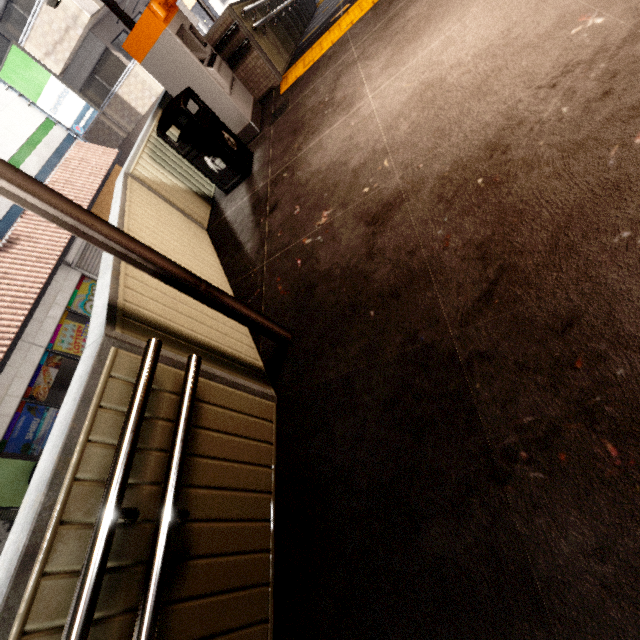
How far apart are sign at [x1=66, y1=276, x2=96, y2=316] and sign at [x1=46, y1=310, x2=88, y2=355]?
0.04m

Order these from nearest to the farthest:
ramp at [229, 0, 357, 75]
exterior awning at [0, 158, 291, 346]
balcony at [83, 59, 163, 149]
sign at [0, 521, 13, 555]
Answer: exterior awning at [0, 158, 291, 346] < ramp at [229, 0, 357, 75] < sign at [0, 521, 13, 555] < balcony at [83, 59, 163, 149]

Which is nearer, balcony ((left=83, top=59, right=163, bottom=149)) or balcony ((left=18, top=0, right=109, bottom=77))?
balcony ((left=18, top=0, right=109, bottom=77))

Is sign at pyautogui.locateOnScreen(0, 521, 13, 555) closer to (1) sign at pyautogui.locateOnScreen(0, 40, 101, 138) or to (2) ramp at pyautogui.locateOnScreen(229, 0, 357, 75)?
(2) ramp at pyautogui.locateOnScreen(229, 0, 357, 75)

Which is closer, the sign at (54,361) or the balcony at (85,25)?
the sign at (54,361)

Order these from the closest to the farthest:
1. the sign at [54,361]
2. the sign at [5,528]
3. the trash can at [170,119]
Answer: the trash can at [170,119]
the sign at [5,528]
the sign at [54,361]

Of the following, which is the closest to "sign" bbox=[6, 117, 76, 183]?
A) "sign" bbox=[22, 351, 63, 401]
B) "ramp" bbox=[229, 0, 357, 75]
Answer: "sign" bbox=[22, 351, 63, 401]

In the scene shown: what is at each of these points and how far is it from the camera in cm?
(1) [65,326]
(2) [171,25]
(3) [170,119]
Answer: (1) sign, 1009
(2) ticket machine, 421
(3) trash can, 397
